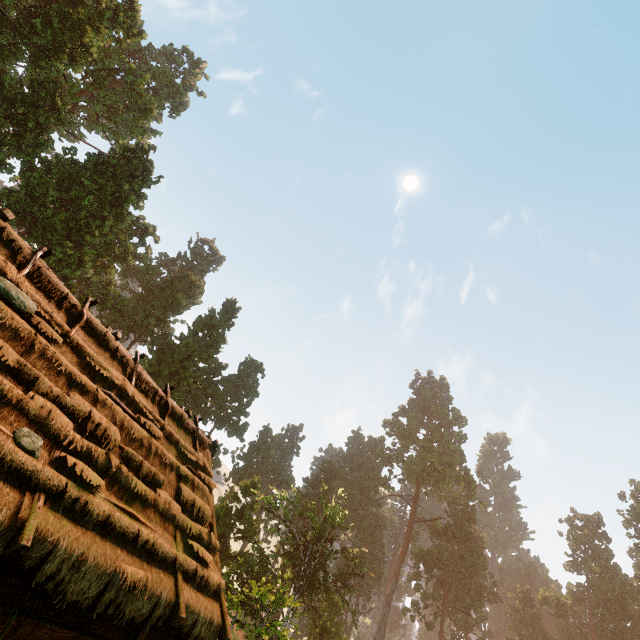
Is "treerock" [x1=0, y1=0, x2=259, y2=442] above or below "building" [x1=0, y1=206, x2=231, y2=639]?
above

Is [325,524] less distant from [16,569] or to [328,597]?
[328,597]

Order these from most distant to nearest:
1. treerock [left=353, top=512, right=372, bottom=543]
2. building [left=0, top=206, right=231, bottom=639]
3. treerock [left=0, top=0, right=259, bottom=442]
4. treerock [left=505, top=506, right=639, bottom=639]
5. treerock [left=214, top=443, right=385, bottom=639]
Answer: treerock [left=353, top=512, right=372, bottom=543] → treerock [left=505, top=506, right=639, bottom=639] → treerock [left=0, top=0, right=259, bottom=442] → treerock [left=214, top=443, right=385, bottom=639] → building [left=0, top=206, right=231, bottom=639]

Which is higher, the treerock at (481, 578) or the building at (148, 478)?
the treerock at (481, 578)

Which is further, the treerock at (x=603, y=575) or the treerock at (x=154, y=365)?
the treerock at (x=603, y=575)

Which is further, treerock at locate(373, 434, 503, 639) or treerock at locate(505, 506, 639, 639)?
treerock at locate(373, 434, 503, 639)

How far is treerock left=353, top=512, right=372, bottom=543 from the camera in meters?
56.9 m
